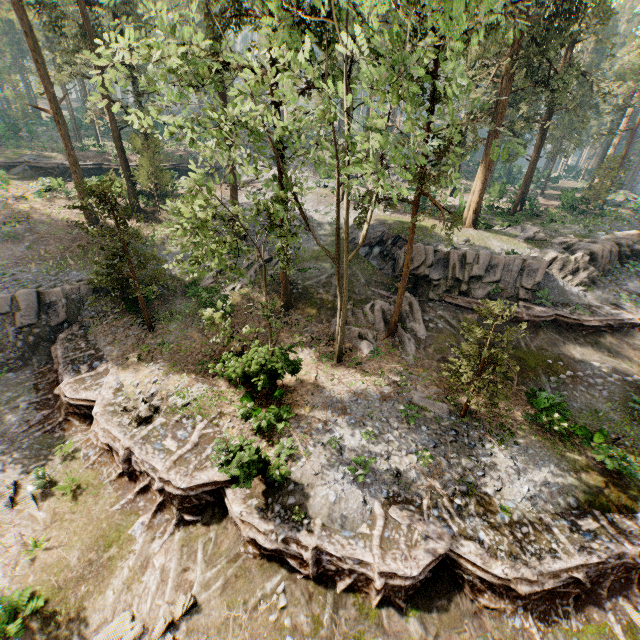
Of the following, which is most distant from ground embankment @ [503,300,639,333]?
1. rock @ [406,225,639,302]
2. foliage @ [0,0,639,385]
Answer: foliage @ [0,0,639,385]

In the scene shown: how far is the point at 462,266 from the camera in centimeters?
2405cm

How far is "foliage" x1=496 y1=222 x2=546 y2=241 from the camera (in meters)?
28.29

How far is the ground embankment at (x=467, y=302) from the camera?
23.3m

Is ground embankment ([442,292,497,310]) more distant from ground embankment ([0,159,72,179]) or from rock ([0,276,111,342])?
ground embankment ([0,159,72,179])

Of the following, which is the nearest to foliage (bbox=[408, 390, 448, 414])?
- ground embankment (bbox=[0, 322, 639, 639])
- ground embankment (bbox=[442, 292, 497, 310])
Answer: ground embankment (bbox=[0, 322, 639, 639])

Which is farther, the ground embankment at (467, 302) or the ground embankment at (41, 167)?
the ground embankment at (41, 167)

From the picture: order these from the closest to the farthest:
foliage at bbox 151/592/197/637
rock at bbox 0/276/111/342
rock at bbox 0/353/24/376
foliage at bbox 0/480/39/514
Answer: foliage at bbox 151/592/197/637
foliage at bbox 0/480/39/514
rock at bbox 0/353/24/376
rock at bbox 0/276/111/342
